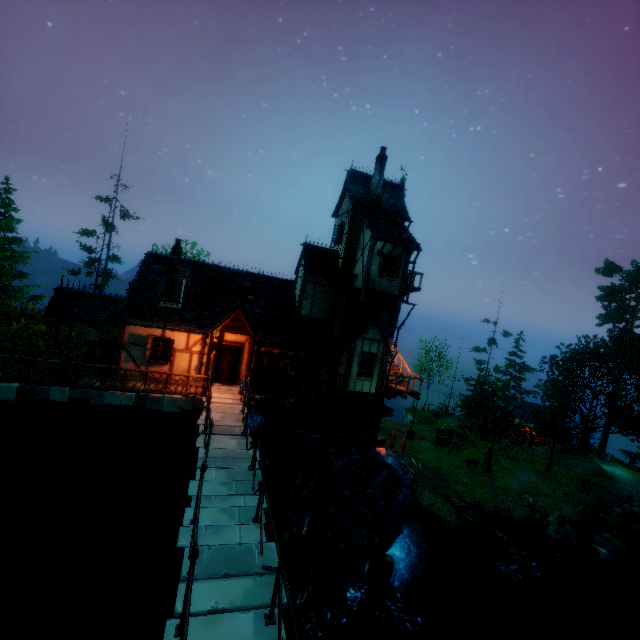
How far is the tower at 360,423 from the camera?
18.48m

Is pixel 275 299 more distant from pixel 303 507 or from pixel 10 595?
pixel 10 595

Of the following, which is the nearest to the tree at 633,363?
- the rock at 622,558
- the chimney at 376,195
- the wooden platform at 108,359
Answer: the rock at 622,558

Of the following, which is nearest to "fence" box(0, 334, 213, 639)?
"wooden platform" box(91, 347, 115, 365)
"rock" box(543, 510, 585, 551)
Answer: "wooden platform" box(91, 347, 115, 365)

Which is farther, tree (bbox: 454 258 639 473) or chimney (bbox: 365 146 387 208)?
tree (bbox: 454 258 639 473)

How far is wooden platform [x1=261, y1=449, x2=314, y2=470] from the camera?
17.0 meters

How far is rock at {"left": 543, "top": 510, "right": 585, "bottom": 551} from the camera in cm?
2308

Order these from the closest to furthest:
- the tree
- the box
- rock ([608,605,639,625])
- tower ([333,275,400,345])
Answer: the box, rock ([608,605,639,625]), tower ([333,275,400,345]), the tree
